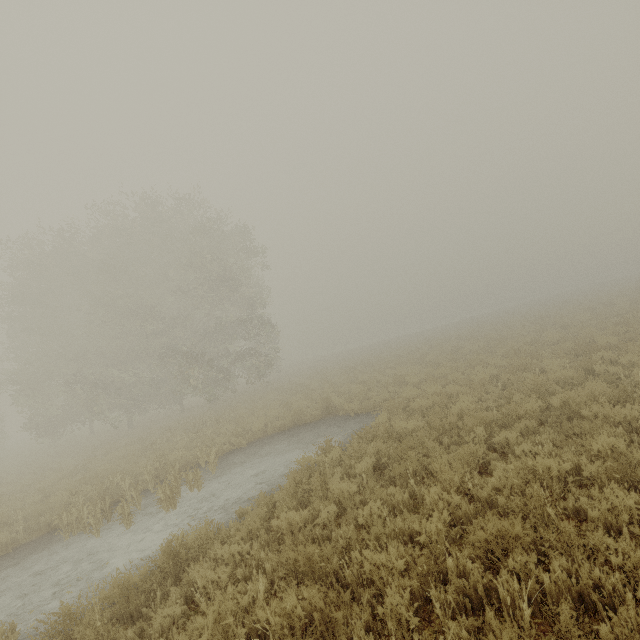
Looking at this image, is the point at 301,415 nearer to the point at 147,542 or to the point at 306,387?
the point at 306,387
